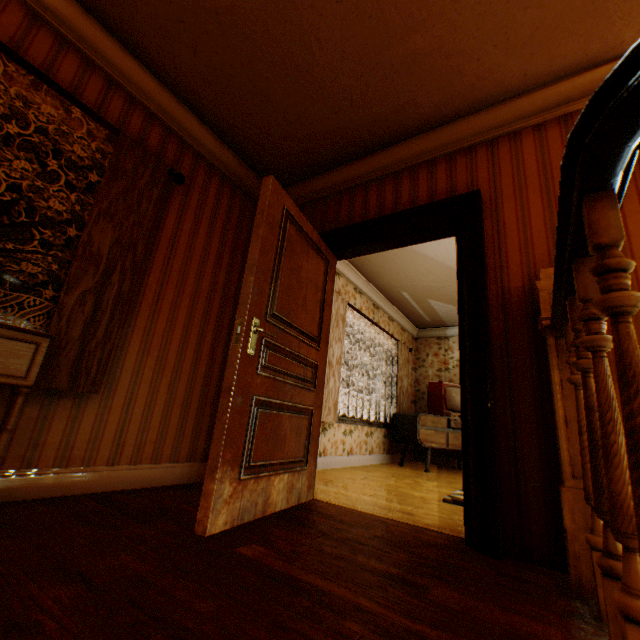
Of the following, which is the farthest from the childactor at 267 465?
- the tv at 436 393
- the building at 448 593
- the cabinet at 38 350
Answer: the tv at 436 393

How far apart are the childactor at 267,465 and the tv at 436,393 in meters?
3.3

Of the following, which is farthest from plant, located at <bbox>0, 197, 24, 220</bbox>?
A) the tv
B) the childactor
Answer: the tv

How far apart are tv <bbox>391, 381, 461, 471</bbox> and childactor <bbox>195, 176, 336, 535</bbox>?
3.3 meters

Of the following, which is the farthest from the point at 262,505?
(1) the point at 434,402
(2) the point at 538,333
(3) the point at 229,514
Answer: (1) the point at 434,402

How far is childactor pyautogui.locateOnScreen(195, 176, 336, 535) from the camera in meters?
1.8

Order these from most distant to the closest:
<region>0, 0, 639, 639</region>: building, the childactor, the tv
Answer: the tv, the childactor, <region>0, 0, 639, 639</region>: building

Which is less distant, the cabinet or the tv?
the cabinet
